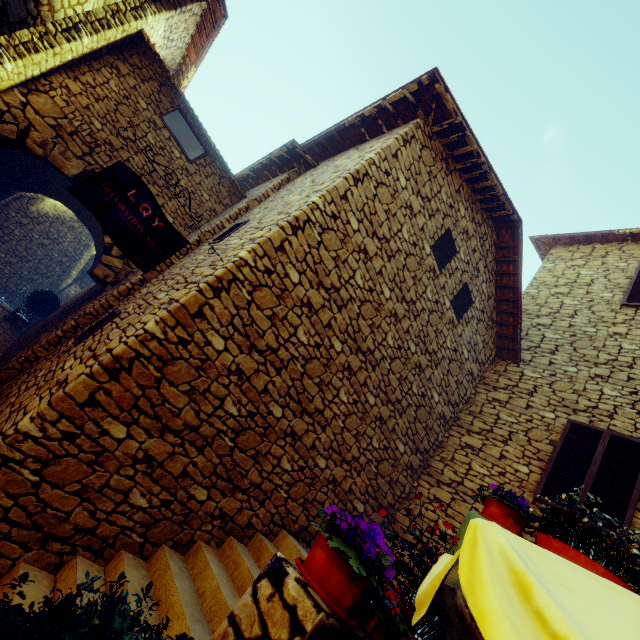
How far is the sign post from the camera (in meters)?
2.98

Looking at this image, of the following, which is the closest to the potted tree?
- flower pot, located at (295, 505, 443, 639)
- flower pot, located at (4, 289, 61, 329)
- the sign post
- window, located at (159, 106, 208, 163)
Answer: flower pot, located at (295, 505, 443, 639)

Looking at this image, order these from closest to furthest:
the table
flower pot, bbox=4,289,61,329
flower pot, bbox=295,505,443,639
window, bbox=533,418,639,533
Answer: the table → flower pot, bbox=295,505,443,639 → window, bbox=533,418,639,533 → flower pot, bbox=4,289,61,329

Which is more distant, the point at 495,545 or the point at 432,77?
the point at 432,77

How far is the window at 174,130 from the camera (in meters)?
6.77

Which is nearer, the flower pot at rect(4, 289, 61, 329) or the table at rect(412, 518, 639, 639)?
the table at rect(412, 518, 639, 639)

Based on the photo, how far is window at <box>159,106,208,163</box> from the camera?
6.8 meters

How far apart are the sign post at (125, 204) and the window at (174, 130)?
4.54m
